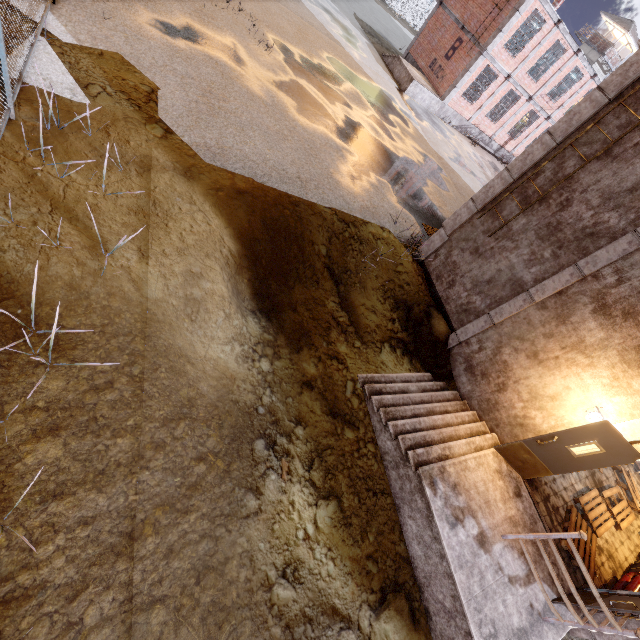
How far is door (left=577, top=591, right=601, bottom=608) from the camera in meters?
5.2 m

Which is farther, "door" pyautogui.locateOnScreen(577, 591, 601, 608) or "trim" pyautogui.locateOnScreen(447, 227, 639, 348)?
"trim" pyautogui.locateOnScreen(447, 227, 639, 348)

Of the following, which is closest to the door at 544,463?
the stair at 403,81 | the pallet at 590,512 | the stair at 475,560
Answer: the stair at 475,560

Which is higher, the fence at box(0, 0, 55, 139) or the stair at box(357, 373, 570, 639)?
the fence at box(0, 0, 55, 139)

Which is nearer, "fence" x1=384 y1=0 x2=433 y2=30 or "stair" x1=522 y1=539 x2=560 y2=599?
"stair" x1=522 y1=539 x2=560 y2=599

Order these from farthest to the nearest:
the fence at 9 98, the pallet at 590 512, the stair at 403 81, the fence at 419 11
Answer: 1. the fence at 419 11
2. the stair at 403 81
3. the pallet at 590 512
4. the fence at 9 98

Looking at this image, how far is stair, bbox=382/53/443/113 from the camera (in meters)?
20.02

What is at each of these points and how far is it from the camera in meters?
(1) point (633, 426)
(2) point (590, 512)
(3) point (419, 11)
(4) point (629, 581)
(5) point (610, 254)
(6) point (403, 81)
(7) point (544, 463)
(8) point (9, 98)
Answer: (1) trim, 5.6 m
(2) pallet, 7.6 m
(3) fence, 40.8 m
(4) pipe, 6.8 m
(5) trim, 6.1 m
(6) stair, 20.3 m
(7) door, 6.6 m
(8) fence, 4.6 m
